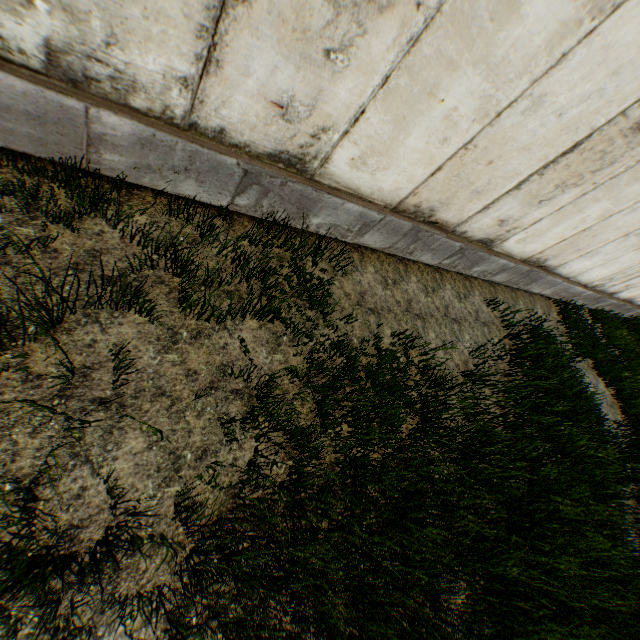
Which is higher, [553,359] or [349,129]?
[349,129]
